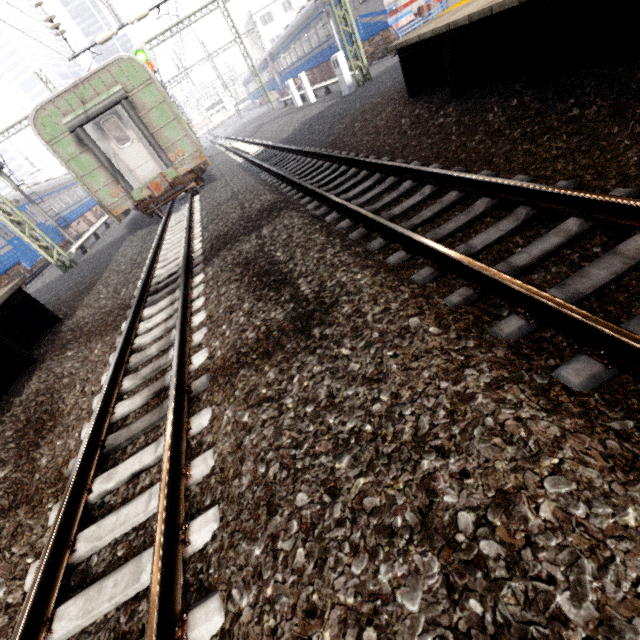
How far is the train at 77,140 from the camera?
9.8m

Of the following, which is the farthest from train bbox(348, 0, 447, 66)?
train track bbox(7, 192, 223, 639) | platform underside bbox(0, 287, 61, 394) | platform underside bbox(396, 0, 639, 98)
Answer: platform underside bbox(0, 287, 61, 394)

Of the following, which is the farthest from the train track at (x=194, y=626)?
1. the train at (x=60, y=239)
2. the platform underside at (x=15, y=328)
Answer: the train at (x=60, y=239)

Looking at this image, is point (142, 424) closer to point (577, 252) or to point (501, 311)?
point (501, 311)

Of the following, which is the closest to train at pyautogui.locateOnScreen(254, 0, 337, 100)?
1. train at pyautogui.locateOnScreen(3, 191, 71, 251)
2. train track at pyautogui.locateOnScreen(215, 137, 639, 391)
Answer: train track at pyautogui.locateOnScreen(215, 137, 639, 391)

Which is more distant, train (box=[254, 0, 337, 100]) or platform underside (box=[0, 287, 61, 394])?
train (box=[254, 0, 337, 100])

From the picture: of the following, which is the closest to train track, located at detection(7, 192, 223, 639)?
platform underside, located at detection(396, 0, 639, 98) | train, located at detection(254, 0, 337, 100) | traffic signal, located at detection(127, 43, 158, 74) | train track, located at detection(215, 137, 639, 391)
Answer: train track, located at detection(215, 137, 639, 391)

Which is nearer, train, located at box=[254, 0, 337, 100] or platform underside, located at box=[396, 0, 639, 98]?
platform underside, located at box=[396, 0, 639, 98]
